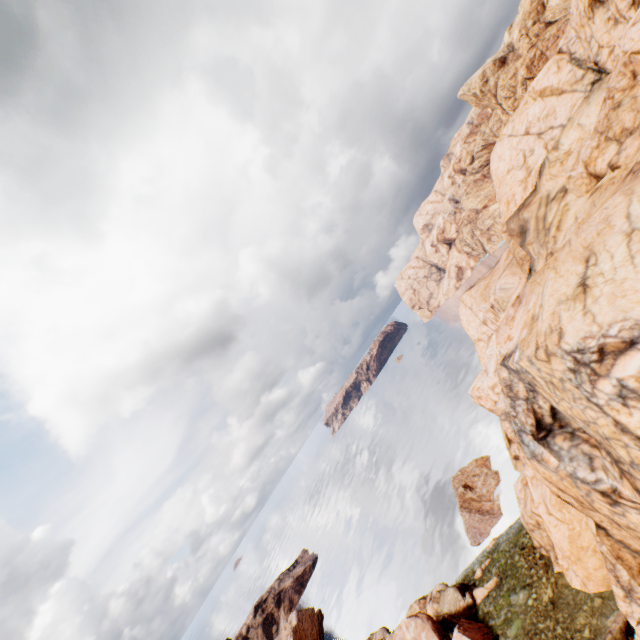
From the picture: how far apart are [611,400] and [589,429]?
2.70m

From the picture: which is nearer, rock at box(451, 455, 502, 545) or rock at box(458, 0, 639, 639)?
rock at box(458, 0, 639, 639)

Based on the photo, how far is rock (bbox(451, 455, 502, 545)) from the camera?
43.2 meters

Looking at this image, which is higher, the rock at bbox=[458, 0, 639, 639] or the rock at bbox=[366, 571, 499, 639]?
the rock at bbox=[458, 0, 639, 639]

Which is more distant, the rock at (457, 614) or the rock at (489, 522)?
the rock at (489, 522)

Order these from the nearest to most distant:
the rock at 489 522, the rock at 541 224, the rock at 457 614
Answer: the rock at 541 224, the rock at 457 614, the rock at 489 522

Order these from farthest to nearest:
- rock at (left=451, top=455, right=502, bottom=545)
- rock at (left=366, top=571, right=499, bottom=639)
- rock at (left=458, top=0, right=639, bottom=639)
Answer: rock at (left=451, top=455, right=502, bottom=545) → rock at (left=366, top=571, right=499, bottom=639) → rock at (left=458, top=0, right=639, bottom=639)
